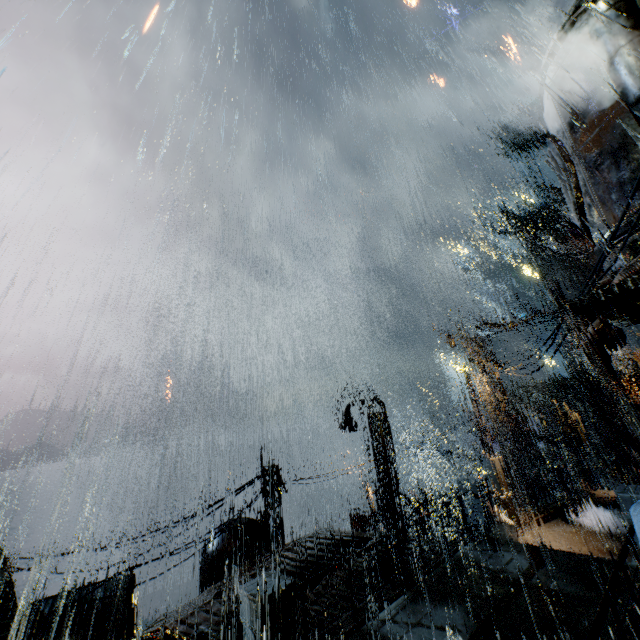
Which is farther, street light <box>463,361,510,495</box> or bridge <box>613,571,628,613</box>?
street light <box>463,361,510,495</box>

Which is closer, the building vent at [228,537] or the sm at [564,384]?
the building vent at [228,537]

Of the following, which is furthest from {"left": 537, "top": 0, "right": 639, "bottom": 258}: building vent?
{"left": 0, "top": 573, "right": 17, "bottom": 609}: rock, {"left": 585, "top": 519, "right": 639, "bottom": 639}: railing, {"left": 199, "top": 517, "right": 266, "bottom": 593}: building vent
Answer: {"left": 0, "top": 573, "right": 17, "bottom": 609}: rock

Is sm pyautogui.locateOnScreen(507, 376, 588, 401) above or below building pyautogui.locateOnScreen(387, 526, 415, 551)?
above

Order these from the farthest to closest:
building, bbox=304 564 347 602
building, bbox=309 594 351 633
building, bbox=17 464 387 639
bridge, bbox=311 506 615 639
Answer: building, bbox=304 564 347 602 → building, bbox=17 464 387 639 → building, bbox=309 594 351 633 → bridge, bbox=311 506 615 639

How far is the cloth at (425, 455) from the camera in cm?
4185

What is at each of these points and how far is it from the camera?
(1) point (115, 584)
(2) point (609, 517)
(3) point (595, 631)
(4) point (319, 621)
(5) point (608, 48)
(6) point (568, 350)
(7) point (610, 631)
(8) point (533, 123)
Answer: (1) building, 31.7m
(2) building, 15.6m
(3) railing, 4.7m
(4) building, 9.2m
(5) building vent, 7.4m
(6) building, 52.4m
(7) bridge, 6.3m
(8) building, 59.8m

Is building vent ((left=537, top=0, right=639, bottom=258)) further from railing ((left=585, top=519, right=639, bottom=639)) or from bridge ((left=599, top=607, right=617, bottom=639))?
bridge ((left=599, top=607, right=617, bottom=639))
